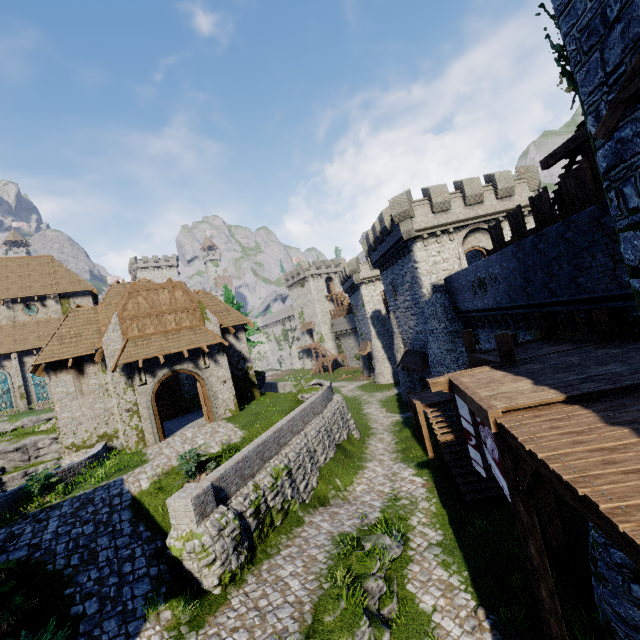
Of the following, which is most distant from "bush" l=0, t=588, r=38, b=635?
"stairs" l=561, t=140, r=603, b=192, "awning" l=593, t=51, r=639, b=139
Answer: "stairs" l=561, t=140, r=603, b=192

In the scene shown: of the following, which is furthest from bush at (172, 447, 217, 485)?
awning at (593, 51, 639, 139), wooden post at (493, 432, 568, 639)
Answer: awning at (593, 51, 639, 139)

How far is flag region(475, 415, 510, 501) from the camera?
8.3 meters

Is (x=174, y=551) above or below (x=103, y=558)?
below

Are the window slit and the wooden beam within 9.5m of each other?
no

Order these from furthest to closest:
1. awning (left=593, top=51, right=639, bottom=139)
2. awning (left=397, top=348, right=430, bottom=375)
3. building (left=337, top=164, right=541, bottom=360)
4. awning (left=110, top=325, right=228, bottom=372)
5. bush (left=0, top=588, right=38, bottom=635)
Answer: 1. awning (left=397, top=348, right=430, bottom=375)
2. building (left=337, top=164, right=541, bottom=360)
3. awning (left=110, top=325, right=228, bottom=372)
4. bush (left=0, top=588, right=38, bottom=635)
5. awning (left=593, top=51, right=639, bottom=139)

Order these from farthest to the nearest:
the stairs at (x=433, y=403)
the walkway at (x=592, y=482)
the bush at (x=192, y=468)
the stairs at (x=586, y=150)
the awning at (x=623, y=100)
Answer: the stairs at (x=433, y=403)
the bush at (x=192, y=468)
the stairs at (x=586, y=150)
the awning at (x=623, y=100)
the walkway at (x=592, y=482)

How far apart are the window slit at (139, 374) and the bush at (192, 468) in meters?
6.8 m
